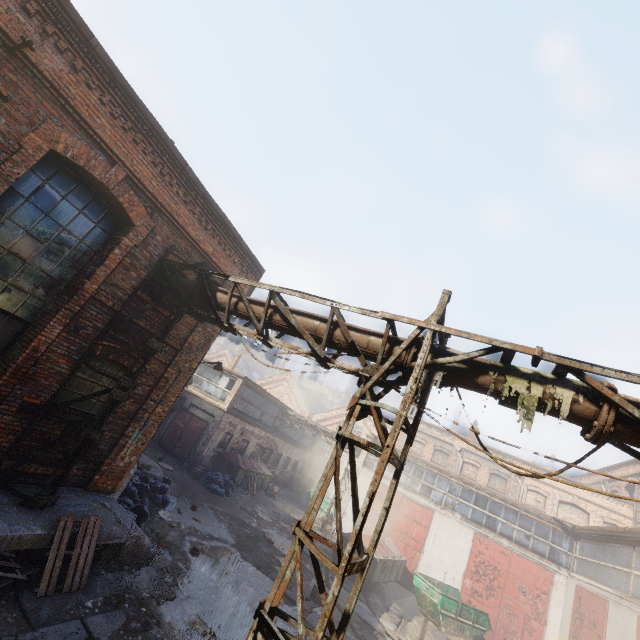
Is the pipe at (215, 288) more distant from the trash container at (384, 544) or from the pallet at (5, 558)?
the trash container at (384, 544)

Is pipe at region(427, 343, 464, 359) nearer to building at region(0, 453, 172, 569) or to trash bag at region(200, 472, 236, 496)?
building at region(0, 453, 172, 569)

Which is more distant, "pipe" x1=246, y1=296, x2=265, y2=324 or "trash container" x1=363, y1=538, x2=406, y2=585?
"trash container" x1=363, y1=538, x2=406, y2=585

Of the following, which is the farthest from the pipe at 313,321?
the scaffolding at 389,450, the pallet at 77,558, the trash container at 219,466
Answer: the trash container at 219,466

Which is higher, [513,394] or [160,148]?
[160,148]

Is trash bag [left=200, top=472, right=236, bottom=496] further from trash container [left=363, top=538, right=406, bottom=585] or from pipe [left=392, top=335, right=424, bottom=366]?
pipe [left=392, top=335, right=424, bottom=366]

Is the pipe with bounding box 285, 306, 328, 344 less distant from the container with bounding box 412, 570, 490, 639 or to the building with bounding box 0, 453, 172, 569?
the building with bounding box 0, 453, 172, 569

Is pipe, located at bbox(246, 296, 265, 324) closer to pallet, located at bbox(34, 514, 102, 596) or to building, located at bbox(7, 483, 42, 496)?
building, located at bbox(7, 483, 42, 496)
